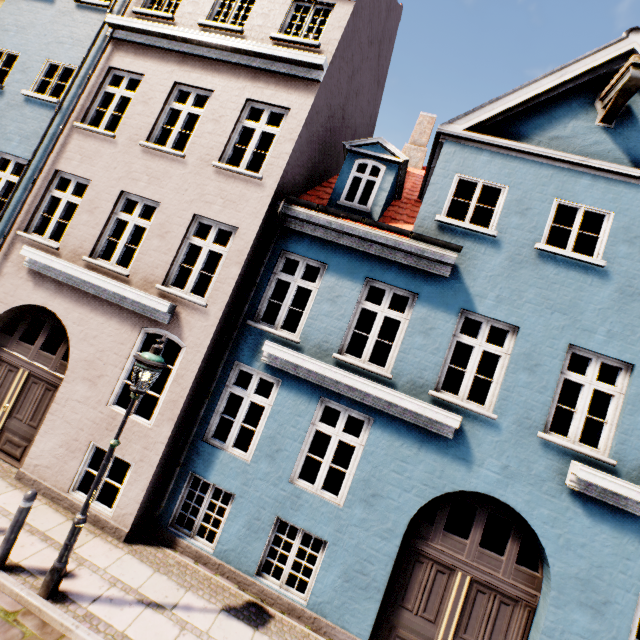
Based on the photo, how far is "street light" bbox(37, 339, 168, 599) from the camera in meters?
4.5 m

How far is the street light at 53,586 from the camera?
4.5m

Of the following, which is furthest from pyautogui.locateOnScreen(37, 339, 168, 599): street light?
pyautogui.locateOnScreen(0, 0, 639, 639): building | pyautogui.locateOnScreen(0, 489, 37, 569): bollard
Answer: pyautogui.locateOnScreen(0, 0, 639, 639): building

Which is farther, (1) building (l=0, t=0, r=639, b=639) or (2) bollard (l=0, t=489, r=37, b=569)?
(1) building (l=0, t=0, r=639, b=639)

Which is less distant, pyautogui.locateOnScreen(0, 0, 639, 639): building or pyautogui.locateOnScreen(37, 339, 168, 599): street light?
pyautogui.locateOnScreen(37, 339, 168, 599): street light

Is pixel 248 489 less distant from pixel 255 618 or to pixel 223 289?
pixel 255 618

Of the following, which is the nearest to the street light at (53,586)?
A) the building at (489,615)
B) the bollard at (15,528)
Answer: the bollard at (15,528)
